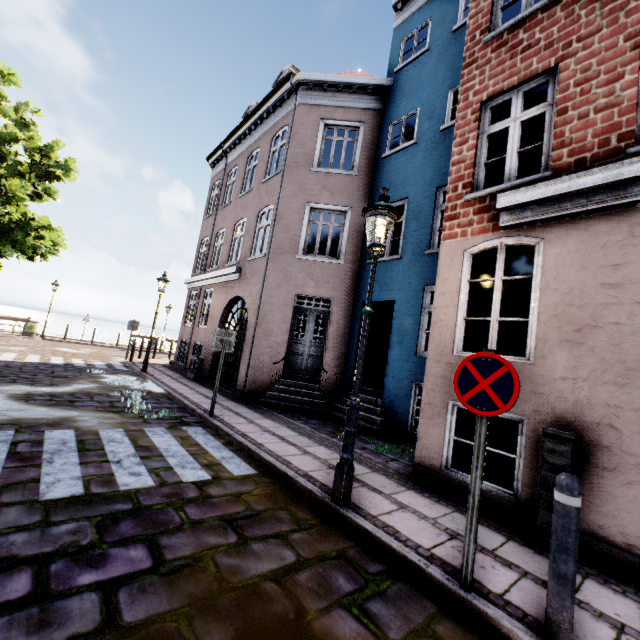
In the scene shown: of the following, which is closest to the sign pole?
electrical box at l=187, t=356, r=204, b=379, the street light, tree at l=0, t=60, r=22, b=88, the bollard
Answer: the bollard

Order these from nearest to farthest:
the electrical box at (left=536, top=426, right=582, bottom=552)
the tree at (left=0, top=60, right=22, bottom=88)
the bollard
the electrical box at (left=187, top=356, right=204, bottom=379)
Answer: the bollard < the electrical box at (left=536, top=426, right=582, bottom=552) < the tree at (left=0, top=60, right=22, bottom=88) < the electrical box at (left=187, top=356, right=204, bottom=379)

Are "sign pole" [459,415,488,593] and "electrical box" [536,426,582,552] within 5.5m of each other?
yes

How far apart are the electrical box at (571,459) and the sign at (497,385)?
1.6 meters

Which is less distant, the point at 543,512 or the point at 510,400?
the point at 510,400

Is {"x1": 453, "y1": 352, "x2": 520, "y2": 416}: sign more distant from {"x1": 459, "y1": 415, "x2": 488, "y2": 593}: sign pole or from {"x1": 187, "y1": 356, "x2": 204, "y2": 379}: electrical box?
{"x1": 187, "y1": 356, "x2": 204, "y2": 379}: electrical box

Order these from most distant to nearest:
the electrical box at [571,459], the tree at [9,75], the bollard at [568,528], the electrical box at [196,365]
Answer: the electrical box at [196,365], the tree at [9,75], the electrical box at [571,459], the bollard at [568,528]

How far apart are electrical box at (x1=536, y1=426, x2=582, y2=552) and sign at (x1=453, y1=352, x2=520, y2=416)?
1.6m
